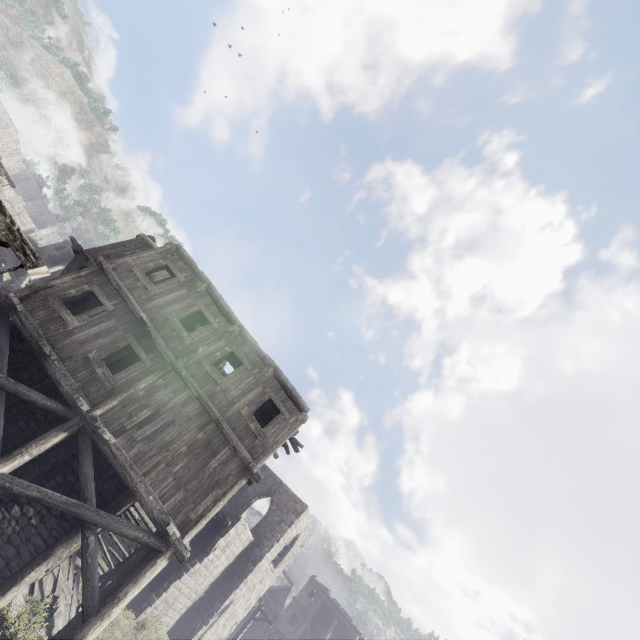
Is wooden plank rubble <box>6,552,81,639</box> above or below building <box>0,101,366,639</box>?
below

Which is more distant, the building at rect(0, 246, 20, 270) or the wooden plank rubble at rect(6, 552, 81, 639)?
the building at rect(0, 246, 20, 270)

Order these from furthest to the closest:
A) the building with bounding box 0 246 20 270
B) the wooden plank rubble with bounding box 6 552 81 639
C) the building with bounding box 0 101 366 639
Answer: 1. the building with bounding box 0 246 20 270
2. the wooden plank rubble with bounding box 6 552 81 639
3. the building with bounding box 0 101 366 639

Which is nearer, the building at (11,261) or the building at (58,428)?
the building at (58,428)

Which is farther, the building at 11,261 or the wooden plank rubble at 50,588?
the building at 11,261

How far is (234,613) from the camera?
23.7m
